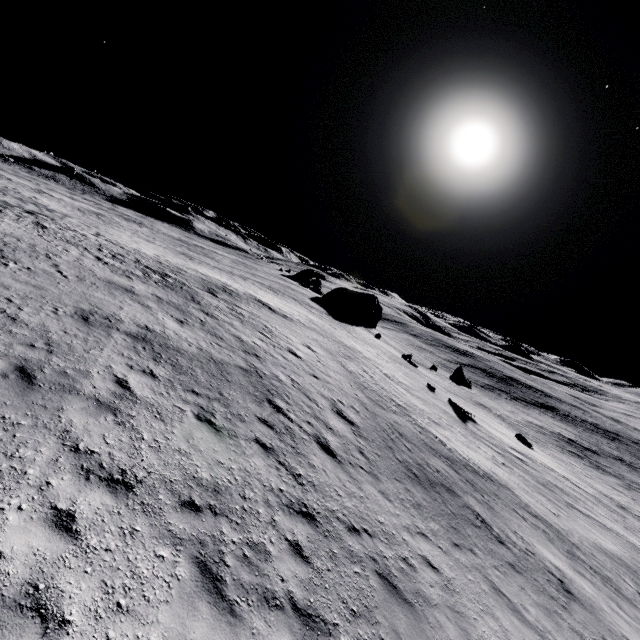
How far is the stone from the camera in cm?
3806

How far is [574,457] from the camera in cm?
4725

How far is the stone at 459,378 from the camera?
38.1m
